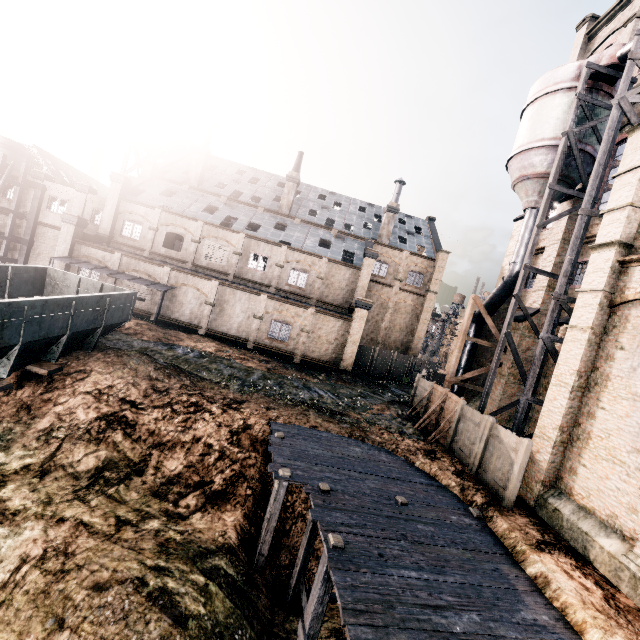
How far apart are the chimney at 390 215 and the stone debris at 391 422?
24.4m

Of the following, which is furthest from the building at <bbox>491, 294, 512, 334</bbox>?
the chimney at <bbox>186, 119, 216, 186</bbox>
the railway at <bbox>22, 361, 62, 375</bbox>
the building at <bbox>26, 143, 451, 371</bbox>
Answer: the chimney at <bbox>186, 119, 216, 186</bbox>

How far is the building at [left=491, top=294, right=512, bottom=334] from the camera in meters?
26.2

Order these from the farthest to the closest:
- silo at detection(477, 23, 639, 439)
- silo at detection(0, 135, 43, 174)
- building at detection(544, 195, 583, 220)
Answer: silo at detection(0, 135, 43, 174), building at detection(544, 195, 583, 220), silo at detection(477, 23, 639, 439)

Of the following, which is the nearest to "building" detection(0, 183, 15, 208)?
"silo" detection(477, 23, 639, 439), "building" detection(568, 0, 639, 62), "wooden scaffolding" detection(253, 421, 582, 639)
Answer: "silo" detection(477, 23, 639, 439)

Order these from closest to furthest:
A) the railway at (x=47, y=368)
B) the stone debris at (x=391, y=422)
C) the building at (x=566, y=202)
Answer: the railway at (x=47, y=368), the stone debris at (x=391, y=422), the building at (x=566, y=202)

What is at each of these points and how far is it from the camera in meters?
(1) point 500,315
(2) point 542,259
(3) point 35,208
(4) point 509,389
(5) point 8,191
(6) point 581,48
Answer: (1) building, 26.3 m
(2) building, 22.5 m
(3) building structure, 33.8 m
(4) building, 21.6 m
(5) building, 34.3 m
(6) building, 25.6 m

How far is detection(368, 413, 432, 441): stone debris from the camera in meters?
17.9
